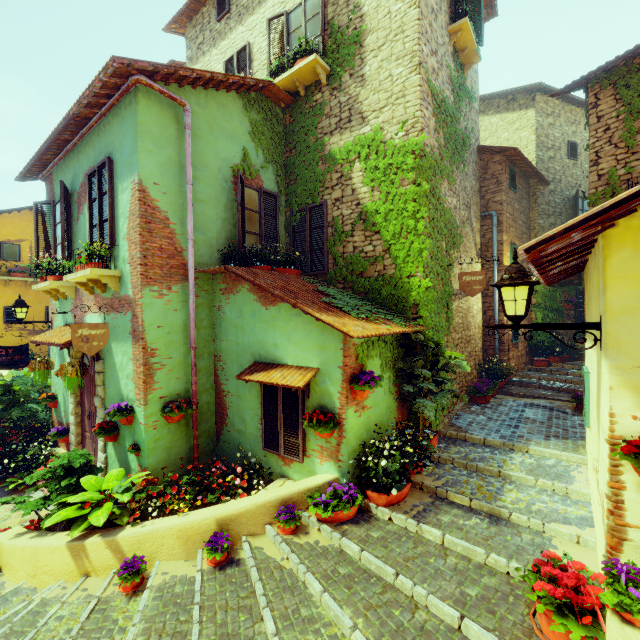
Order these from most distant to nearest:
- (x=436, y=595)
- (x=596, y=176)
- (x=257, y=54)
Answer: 1. (x=257, y=54)
2. (x=596, y=176)
3. (x=436, y=595)

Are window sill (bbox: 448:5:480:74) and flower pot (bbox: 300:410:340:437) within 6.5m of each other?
no

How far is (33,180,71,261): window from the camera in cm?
693

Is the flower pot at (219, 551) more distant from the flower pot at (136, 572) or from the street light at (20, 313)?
the street light at (20, 313)

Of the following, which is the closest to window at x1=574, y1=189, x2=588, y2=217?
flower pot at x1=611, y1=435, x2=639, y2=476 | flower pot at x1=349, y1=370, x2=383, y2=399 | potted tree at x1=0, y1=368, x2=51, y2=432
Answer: flower pot at x1=349, y1=370, x2=383, y2=399

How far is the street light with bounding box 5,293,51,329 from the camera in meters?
7.9 m

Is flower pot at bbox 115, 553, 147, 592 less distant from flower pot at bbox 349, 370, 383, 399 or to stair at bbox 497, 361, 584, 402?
flower pot at bbox 349, 370, 383, 399

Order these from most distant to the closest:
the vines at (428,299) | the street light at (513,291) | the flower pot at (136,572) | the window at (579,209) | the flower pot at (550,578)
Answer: the window at (579,209), the vines at (428,299), the flower pot at (136,572), the street light at (513,291), the flower pot at (550,578)
